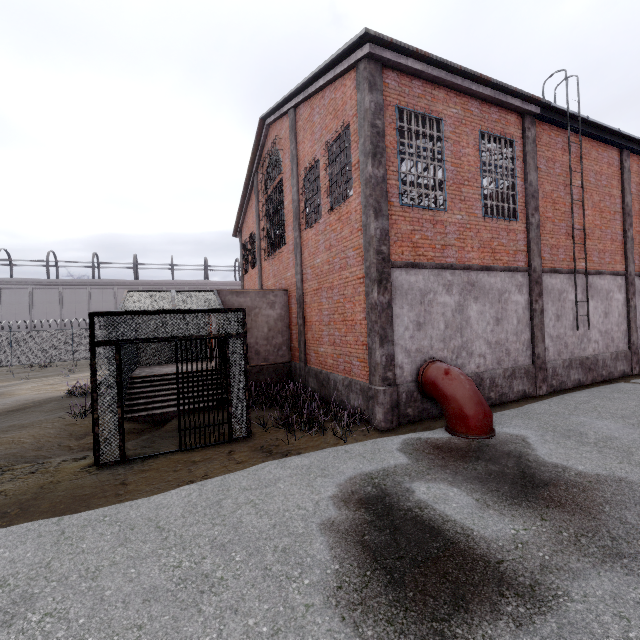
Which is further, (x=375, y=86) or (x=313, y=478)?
(x=375, y=86)

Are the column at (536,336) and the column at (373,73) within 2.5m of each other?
no

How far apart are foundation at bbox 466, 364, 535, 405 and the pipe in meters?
0.1 m

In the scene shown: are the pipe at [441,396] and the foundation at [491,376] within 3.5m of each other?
yes

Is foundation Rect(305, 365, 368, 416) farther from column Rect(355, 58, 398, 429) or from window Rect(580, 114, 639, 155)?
window Rect(580, 114, 639, 155)

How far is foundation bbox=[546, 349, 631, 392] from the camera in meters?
10.6

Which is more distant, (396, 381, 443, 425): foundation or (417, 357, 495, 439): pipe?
(396, 381, 443, 425): foundation

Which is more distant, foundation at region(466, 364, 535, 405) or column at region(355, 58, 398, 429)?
foundation at region(466, 364, 535, 405)
